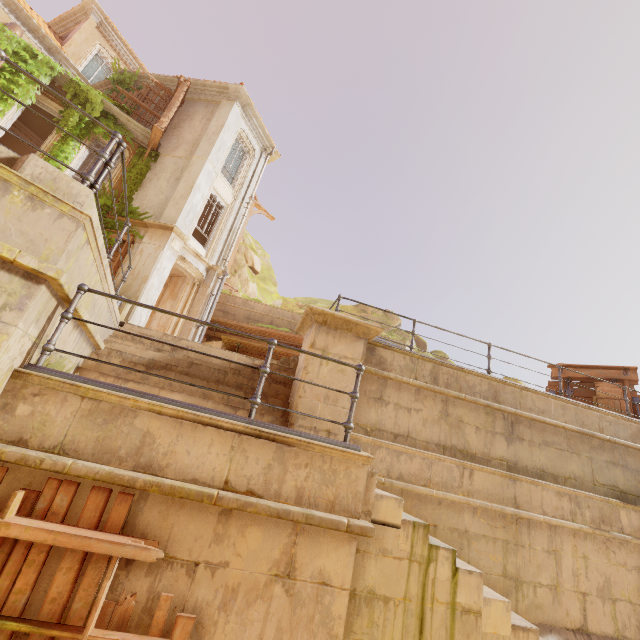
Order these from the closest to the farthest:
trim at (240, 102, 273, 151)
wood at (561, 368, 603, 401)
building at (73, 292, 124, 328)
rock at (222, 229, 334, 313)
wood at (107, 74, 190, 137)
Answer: building at (73, 292, 124, 328) → wood at (561, 368, 603, 401) → wood at (107, 74, 190, 137) → trim at (240, 102, 273, 151) → rock at (222, 229, 334, 313)

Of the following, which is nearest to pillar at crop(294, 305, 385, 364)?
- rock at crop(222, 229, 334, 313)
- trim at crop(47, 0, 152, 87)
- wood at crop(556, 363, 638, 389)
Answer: wood at crop(556, 363, 638, 389)

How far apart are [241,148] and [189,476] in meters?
17.6

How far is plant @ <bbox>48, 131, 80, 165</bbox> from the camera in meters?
12.1

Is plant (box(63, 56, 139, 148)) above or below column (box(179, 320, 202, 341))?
above

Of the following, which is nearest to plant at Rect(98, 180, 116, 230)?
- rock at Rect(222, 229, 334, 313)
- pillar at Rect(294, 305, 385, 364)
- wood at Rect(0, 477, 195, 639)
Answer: pillar at Rect(294, 305, 385, 364)

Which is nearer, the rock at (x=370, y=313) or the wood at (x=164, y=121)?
the wood at (x=164, y=121)

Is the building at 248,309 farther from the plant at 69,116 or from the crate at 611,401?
the crate at 611,401
